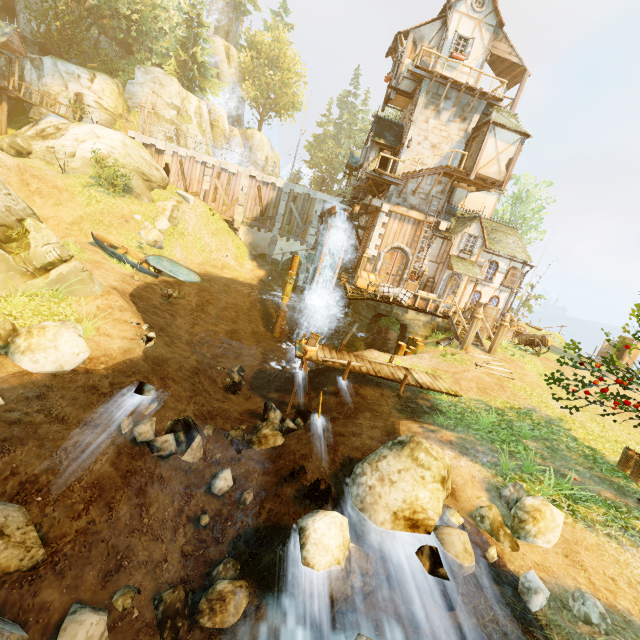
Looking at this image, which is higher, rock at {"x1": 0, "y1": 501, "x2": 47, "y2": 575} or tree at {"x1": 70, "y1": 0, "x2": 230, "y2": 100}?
tree at {"x1": 70, "y1": 0, "x2": 230, "y2": 100}

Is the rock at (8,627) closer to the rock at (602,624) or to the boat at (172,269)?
the rock at (602,624)

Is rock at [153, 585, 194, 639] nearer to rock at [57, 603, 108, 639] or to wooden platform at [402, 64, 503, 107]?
rock at [57, 603, 108, 639]

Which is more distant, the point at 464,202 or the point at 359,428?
the point at 464,202

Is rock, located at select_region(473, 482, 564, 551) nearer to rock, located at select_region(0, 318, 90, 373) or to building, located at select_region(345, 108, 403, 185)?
rock, located at select_region(0, 318, 90, 373)

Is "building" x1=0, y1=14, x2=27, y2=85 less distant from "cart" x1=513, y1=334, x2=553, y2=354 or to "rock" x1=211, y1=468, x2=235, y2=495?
"rock" x1=211, y1=468, x2=235, y2=495

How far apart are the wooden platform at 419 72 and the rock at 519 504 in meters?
20.9

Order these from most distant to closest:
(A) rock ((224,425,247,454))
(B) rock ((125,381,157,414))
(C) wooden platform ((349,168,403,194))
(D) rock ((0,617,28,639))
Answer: (C) wooden platform ((349,168,403,194)) → (A) rock ((224,425,247,454)) → (B) rock ((125,381,157,414)) → (D) rock ((0,617,28,639))
